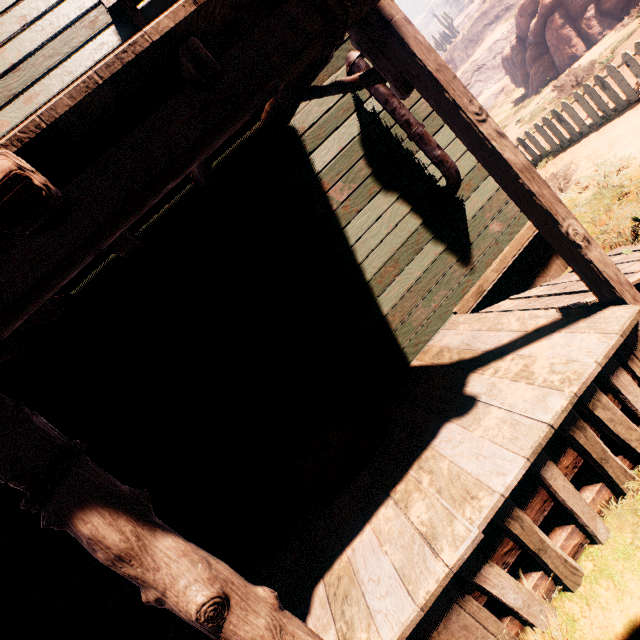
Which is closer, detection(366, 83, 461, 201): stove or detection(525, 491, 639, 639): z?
detection(525, 491, 639, 639): z

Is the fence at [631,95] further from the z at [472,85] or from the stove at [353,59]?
the z at [472,85]

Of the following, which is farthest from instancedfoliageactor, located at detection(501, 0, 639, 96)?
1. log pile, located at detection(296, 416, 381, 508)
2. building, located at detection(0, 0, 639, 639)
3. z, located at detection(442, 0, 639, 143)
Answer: z, located at detection(442, 0, 639, 143)

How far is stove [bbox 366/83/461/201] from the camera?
3.43m

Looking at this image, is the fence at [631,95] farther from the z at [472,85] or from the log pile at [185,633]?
the z at [472,85]

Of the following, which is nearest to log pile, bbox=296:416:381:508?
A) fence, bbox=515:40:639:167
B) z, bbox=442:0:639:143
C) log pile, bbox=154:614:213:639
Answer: log pile, bbox=154:614:213:639

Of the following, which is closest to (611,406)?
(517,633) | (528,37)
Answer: (517,633)
